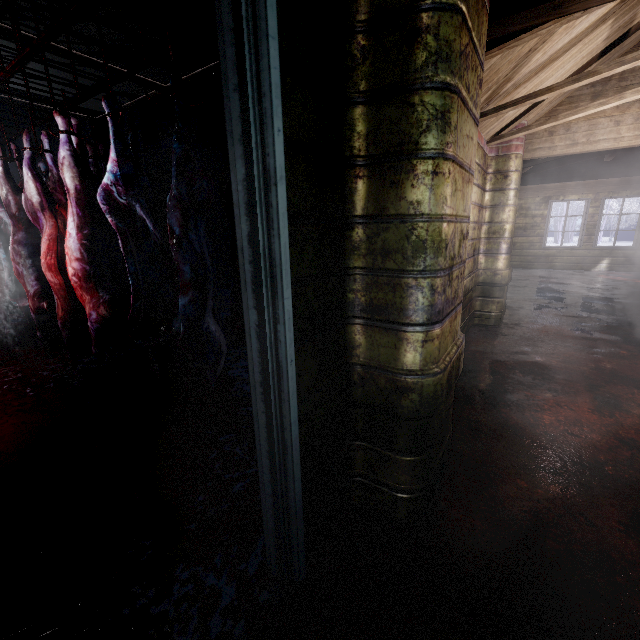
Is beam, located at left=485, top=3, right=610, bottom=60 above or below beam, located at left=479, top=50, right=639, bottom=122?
below

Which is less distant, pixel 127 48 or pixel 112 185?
pixel 112 185

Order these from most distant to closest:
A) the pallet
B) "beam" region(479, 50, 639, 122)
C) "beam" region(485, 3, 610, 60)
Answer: the pallet → "beam" region(479, 50, 639, 122) → "beam" region(485, 3, 610, 60)

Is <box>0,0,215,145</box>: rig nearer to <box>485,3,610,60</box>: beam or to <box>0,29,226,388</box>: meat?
<box>0,29,226,388</box>: meat

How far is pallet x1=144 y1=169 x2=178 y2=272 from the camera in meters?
6.6 m

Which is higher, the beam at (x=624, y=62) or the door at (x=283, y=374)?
the beam at (x=624, y=62)

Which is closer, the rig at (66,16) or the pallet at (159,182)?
the rig at (66,16)

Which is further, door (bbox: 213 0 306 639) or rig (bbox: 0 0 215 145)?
rig (bbox: 0 0 215 145)
